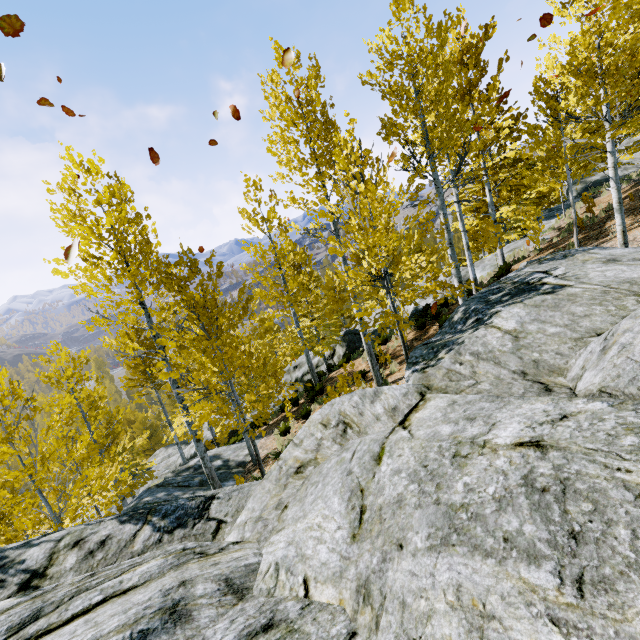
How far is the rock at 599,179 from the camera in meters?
22.4 m

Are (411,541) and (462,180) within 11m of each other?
yes

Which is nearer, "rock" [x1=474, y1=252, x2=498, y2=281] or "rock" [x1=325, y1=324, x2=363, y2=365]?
"rock" [x1=474, y1=252, x2=498, y2=281]

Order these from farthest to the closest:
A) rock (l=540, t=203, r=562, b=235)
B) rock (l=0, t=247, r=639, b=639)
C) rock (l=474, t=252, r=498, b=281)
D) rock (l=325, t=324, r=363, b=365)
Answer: rock (l=325, t=324, r=363, b=365)
rock (l=540, t=203, r=562, b=235)
rock (l=474, t=252, r=498, b=281)
rock (l=0, t=247, r=639, b=639)

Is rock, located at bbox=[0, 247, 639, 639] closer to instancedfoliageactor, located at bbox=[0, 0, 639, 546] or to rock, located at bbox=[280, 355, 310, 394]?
instancedfoliageactor, located at bbox=[0, 0, 639, 546]

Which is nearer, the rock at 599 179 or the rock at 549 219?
the rock at 549 219
